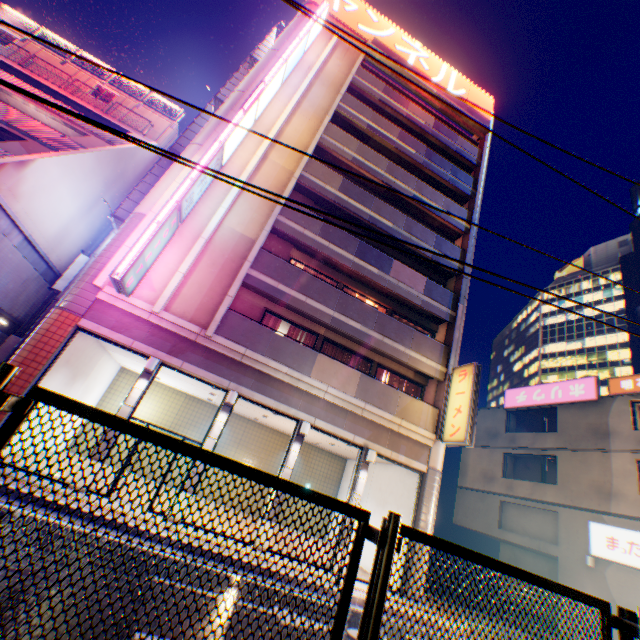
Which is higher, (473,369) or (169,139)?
Answer: (169,139)

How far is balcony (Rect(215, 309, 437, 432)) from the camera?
12.14m

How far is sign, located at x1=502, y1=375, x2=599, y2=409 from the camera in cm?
1856

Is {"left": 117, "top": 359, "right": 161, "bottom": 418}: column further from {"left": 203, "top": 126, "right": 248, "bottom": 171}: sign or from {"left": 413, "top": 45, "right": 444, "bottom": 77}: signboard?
{"left": 413, "top": 45, "right": 444, "bottom": 77}: signboard

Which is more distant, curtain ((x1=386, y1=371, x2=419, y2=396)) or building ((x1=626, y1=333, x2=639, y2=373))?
building ((x1=626, y1=333, x2=639, y2=373))

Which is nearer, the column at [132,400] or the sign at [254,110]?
the column at [132,400]

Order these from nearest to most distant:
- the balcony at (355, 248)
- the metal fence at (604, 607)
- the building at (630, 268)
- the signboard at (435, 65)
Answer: the metal fence at (604, 607) < the balcony at (355, 248) < the signboard at (435, 65) < the building at (630, 268)

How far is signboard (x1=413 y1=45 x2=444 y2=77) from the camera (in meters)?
23.19
